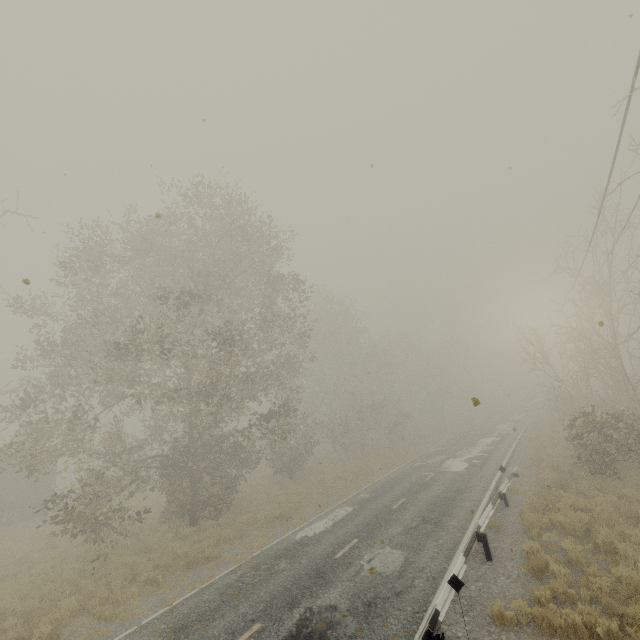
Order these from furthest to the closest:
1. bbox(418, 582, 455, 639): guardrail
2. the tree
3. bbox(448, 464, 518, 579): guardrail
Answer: the tree, bbox(448, 464, 518, 579): guardrail, bbox(418, 582, 455, 639): guardrail

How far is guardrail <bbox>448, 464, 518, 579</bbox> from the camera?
8.1m

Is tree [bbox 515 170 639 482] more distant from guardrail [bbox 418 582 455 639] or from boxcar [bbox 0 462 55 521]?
boxcar [bbox 0 462 55 521]

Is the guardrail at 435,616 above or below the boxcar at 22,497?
below

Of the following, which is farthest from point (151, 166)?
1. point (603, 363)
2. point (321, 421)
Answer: point (321, 421)

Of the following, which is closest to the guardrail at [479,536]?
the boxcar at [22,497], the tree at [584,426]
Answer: the tree at [584,426]
